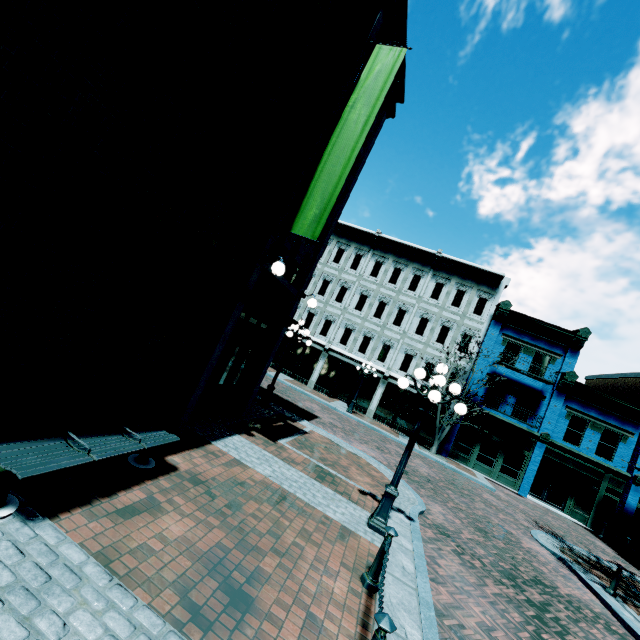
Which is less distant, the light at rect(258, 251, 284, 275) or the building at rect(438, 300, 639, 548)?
the light at rect(258, 251, 284, 275)

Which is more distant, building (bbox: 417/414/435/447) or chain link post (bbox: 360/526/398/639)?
building (bbox: 417/414/435/447)

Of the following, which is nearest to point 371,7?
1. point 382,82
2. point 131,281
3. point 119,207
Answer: point 382,82

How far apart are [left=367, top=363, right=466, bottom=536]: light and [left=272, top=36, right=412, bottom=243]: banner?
3.5 meters

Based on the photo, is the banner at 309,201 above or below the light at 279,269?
above

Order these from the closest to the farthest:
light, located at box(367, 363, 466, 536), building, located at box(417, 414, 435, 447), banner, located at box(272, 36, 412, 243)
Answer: light, located at box(367, 363, 466, 536), banner, located at box(272, 36, 412, 243), building, located at box(417, 414, 435, 447)

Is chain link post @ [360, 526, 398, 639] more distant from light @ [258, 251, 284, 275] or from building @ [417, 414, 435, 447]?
building @ [417, 414, 435, 447]

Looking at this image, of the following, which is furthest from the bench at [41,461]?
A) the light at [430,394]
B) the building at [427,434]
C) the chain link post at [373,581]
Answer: the building at [427,434]
